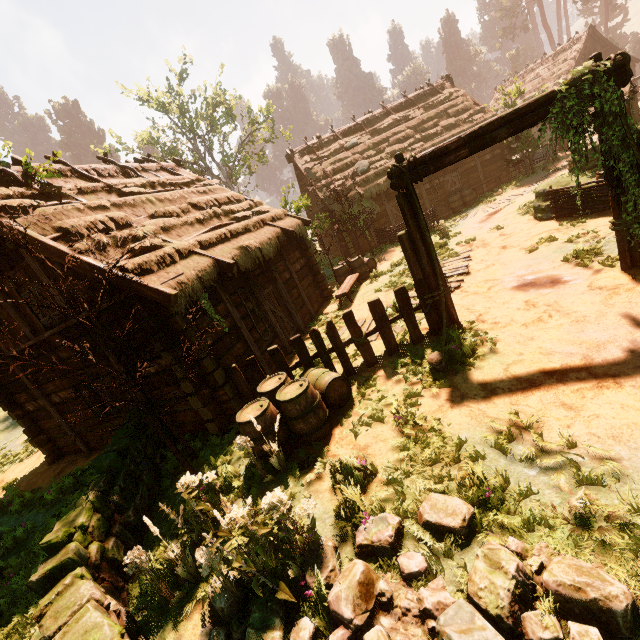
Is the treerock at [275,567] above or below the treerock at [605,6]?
below

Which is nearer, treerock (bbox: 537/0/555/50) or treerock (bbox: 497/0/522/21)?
treerock (bbox: 537/0/555/50)

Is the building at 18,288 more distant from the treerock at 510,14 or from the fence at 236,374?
the treerock at 510,14

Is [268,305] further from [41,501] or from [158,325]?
[41,501]

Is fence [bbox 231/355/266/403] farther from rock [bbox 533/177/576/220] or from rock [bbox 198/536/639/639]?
rock [bbox 533/177/576/220]

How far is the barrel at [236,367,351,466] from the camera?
5.34m

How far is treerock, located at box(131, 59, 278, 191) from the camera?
21.0m

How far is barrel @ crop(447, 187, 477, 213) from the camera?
18.7 meters
